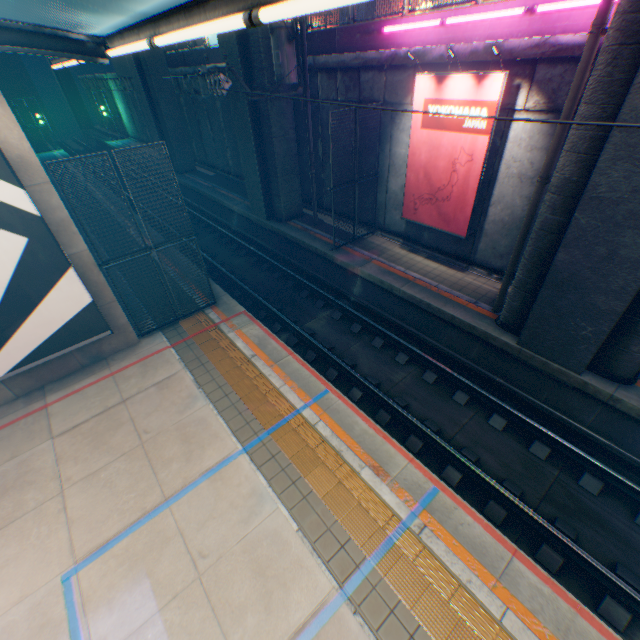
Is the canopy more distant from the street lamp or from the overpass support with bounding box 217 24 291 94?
the overpass support with bounding box 217 24 291 94

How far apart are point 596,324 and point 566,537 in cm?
427

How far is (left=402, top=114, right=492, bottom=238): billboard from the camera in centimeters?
914cm

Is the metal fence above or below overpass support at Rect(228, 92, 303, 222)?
above

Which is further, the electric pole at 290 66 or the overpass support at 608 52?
the electric pole at 290 66

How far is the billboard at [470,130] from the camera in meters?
9.1

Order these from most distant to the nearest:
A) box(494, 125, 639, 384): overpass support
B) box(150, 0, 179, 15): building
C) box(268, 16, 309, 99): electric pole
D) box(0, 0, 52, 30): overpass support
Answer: box(0, 0, 52, 30): overpass support
box(150, 0, 179, 15): building
box(268, 16, 309, 99): electric pole
box(494, 125, 639, 384): overpass support

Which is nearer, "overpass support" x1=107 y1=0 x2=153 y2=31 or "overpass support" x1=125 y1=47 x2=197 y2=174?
"overpass support" x1=107 y1=0 x2=153 y2=31
